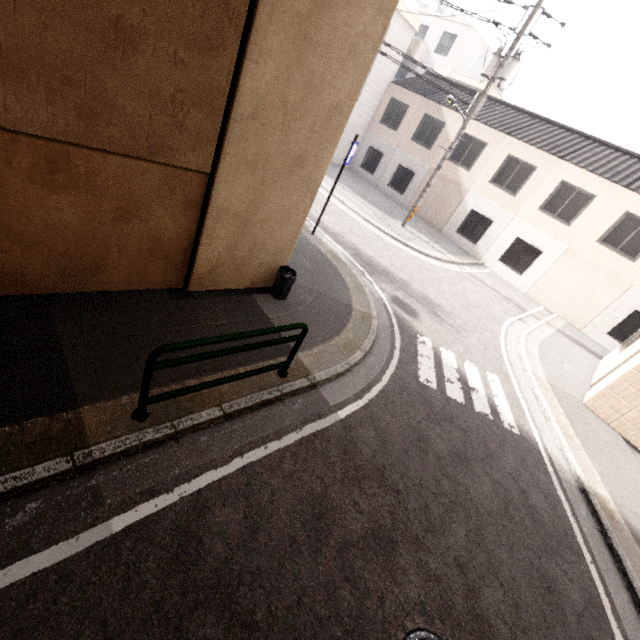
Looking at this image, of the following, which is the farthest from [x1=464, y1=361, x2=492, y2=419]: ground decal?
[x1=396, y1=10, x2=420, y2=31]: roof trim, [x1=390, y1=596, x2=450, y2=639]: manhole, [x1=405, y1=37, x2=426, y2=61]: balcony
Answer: [x1=405, y1=37, x2=426, y2=61]: balcony

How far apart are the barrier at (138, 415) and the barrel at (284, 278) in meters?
1.9 m

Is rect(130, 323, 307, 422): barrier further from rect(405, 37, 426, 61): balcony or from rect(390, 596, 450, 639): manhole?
rect(405, 37, 426, 61): balcony

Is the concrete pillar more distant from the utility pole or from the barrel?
the utility pole

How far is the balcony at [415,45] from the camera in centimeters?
2662cm

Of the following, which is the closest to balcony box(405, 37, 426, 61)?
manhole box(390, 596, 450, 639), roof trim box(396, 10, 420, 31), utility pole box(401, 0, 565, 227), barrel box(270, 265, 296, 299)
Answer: roof trim box(396, 10, 420, 31)

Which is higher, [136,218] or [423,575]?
[136,218]

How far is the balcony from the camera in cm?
2662
